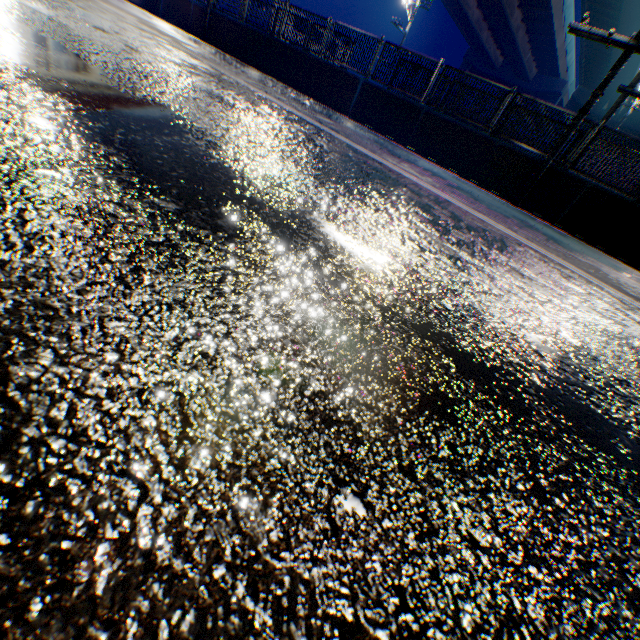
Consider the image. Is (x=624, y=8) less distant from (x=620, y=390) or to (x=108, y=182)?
(x=620, y=390)

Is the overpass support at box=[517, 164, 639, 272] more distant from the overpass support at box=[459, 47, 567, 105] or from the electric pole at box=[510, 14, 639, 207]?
the overpass support at box=[459, 47, 567, 105]

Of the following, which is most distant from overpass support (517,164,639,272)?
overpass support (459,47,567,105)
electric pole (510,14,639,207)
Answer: overpass support (459,47,567,105)

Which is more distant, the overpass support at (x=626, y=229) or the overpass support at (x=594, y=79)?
the overpass support at (x=594, y=79)

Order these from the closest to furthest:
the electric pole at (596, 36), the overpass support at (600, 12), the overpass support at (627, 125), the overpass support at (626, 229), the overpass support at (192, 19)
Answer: the electric pole at (596, 36), the overpass support at (626, 229), the overpass support at (192, 19), the overpass support at (600, 12), the overpass support at (627, 125)

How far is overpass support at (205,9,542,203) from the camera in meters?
10.1
